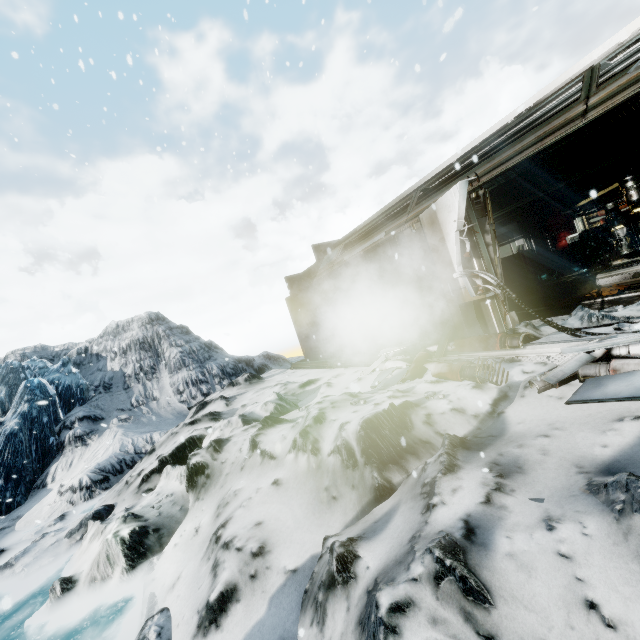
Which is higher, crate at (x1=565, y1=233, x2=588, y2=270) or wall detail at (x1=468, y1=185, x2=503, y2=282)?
wall detail at (x1=468, y1=185, x2=503, y2=282)

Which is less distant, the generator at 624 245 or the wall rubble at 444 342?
the wall rubble at 444 342

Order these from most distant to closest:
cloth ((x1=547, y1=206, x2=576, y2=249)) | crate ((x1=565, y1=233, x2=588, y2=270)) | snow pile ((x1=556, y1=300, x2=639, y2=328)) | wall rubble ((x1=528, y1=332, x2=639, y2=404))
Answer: cloth ((x1=547, y1=206, x2=576, y2=249)), crate ((x1=565, y1=233, x2=588, y2=270)), snow pile ((x1=556, y1=300, x2=639, y2=328)), wall rubble ((x1=528, y1=332, x2=639, y2=404))

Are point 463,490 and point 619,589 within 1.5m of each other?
yes

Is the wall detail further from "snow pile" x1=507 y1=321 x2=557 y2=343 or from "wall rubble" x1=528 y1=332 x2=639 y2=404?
"wall rubble" x1=528 y1=332 x2=639 y2=404

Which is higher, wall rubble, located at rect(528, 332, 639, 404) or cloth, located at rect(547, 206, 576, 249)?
cloth, located at rect(547, 206, 576, 249)

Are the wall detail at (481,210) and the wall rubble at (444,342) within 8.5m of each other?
yes

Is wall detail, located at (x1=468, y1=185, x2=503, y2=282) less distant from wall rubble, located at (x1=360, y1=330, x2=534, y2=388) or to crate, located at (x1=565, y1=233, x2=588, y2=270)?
wall rubble, located at (x1=360, y1=330, x2=534, y2=388)
